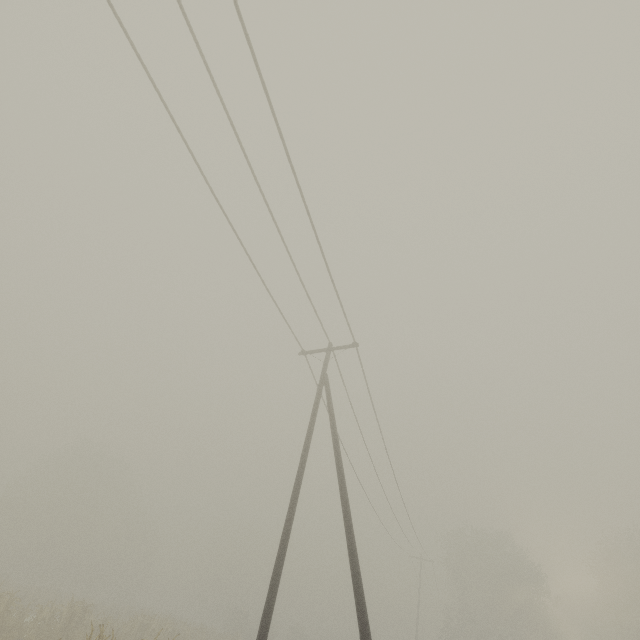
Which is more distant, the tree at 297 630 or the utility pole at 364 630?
the tree at 297 630

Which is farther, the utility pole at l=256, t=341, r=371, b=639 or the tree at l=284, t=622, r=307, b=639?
the tree at l=284, t=622, r=307, b=639

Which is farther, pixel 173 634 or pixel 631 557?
pixel 631 557
